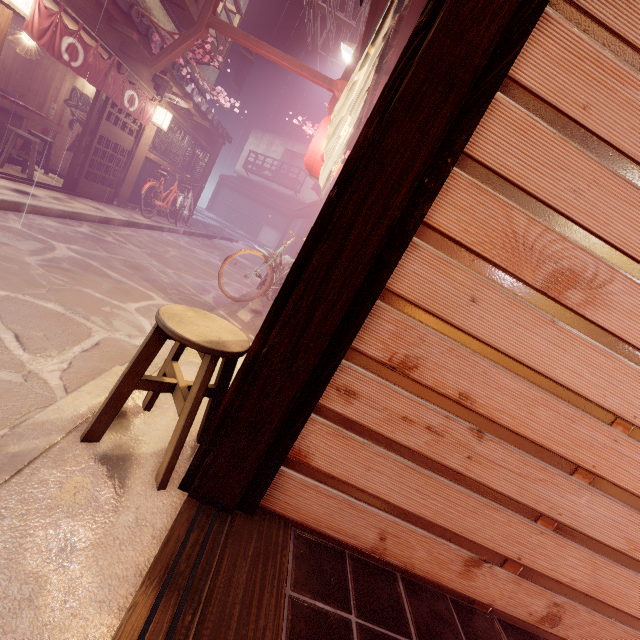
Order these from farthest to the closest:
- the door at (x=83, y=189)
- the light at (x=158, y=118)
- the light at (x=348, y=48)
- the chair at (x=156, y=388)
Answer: the light at (x=158, y=118) → the light at (x=348, y=48) → the door at (x=83, y=189) → the chair at (x=156, y=388)

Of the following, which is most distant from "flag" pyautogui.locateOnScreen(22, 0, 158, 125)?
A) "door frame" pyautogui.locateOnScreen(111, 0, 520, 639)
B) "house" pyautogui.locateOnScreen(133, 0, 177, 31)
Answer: Result: "door frame" pyautogui.locateOnScreen(111, 0, 520, 639)

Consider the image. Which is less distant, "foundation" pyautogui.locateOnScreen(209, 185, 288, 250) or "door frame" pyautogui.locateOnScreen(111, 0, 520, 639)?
"door frame" pyautogui.locateOnScreen(111, 0, 520, 639)

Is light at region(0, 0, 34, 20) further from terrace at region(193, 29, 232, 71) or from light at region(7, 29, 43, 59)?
light at region(7, 29, 43, 59)

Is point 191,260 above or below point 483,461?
below

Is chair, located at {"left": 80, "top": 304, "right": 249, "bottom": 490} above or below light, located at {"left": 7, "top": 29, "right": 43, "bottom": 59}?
below

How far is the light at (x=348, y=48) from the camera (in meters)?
12.29

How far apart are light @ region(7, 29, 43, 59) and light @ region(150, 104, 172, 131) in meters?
Answer: 3.8
